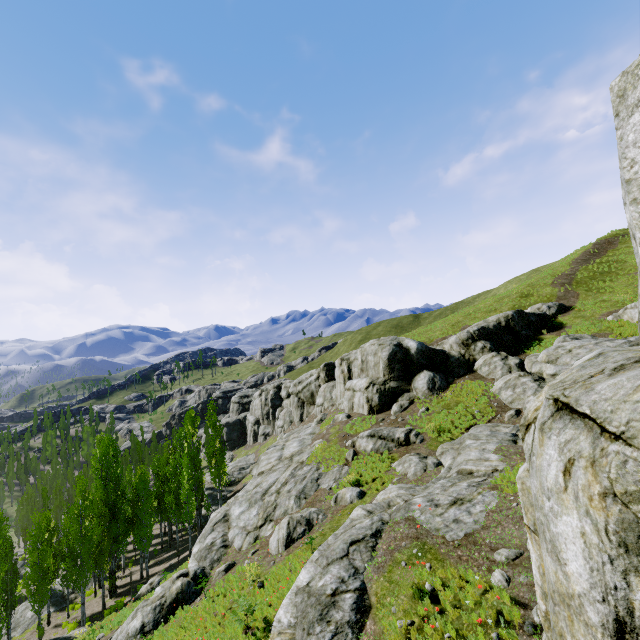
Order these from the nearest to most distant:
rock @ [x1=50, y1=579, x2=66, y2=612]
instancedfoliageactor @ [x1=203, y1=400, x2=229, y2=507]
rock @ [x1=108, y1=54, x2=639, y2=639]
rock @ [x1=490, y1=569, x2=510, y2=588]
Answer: rock @ [x1=108, y1=54, x2=639, y2=639] < rock @ [x1=490, y1=569, x2=510, y2=588] < rock @ [x1=50, y1=579, x2=66, y2=612] < instancedfoliageactor @ [x1=203, y1=400, x2=229, y2=507]

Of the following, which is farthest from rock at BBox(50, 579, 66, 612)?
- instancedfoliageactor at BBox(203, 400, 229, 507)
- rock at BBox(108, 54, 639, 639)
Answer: rock at BBox(108, 54, 639, 639)

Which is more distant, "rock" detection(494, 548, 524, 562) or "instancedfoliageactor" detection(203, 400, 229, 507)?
"instancedfoliageactor" detection(203, 400, 229, 507)

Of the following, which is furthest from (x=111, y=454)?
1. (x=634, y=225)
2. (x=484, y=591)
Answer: (x=634, y=225)

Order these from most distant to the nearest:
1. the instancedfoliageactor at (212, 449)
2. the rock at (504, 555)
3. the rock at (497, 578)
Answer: the instancedfoliageactor at (212, 449) < the rock at (504, 555) < the rock at (497, 578)

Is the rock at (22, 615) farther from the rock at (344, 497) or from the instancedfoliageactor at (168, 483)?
the rock at (344, 497)

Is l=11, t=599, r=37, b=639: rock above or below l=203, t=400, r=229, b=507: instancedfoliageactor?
below
